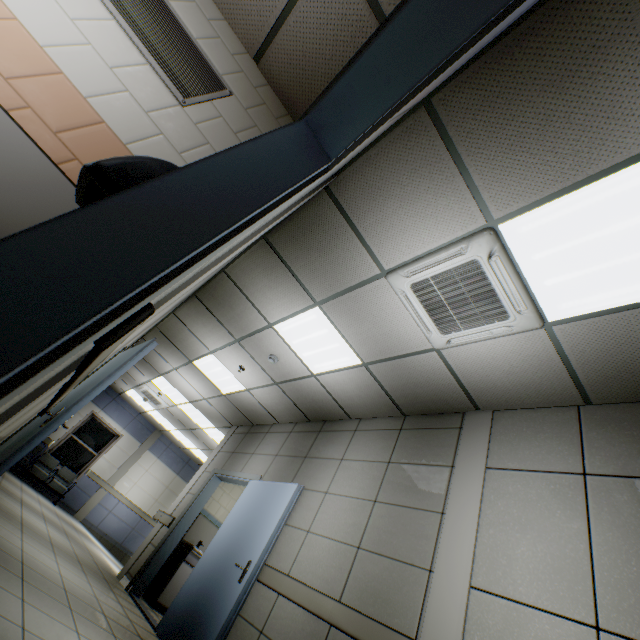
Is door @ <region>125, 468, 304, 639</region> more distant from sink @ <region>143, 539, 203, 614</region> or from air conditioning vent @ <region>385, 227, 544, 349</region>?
air conditioning vent @ <region>385, 227, 544, 349</region>

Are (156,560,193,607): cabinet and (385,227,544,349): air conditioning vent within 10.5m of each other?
yes

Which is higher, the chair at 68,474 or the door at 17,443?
the chair at 68,474

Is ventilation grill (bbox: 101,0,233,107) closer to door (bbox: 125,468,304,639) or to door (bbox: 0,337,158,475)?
door (bbox: 0,337,158,475)

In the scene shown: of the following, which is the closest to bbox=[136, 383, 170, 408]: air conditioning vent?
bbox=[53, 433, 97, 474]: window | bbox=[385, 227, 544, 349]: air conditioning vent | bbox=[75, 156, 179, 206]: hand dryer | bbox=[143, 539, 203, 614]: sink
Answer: bbox=[53, 433, 97, 474]: window

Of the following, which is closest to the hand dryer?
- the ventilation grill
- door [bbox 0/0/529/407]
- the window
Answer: door [bbox 0/0/529/407]

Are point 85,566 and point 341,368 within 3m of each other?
no

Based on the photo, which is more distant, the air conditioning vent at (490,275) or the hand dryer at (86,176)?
the air conditioning vent at (490,275)
